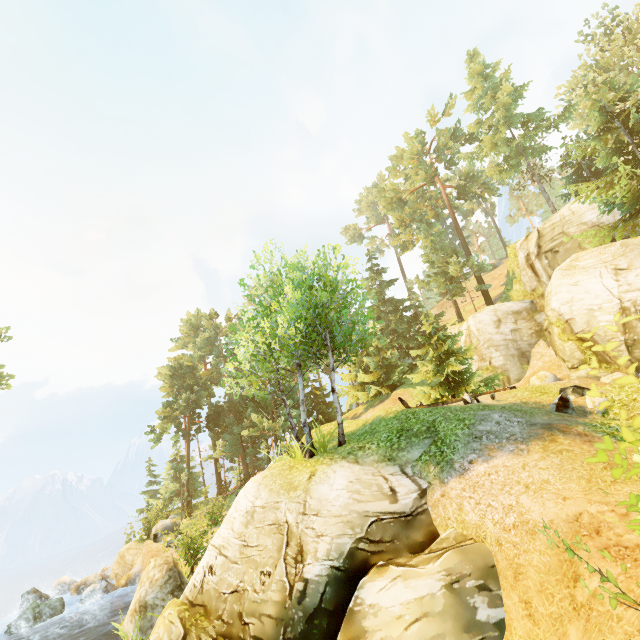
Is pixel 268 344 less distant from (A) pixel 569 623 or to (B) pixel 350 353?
(A) pixel 569 623

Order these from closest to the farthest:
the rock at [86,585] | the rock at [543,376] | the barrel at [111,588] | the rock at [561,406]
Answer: the rock at [561,406] < the rock at [86,585] < the rock at [543,376] < the barrel at [111,588]

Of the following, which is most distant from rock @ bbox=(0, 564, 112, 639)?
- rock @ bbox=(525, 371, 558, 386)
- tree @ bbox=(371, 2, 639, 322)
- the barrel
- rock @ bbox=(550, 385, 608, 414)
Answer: rock @ bbox=(525, 371, 558, 386)

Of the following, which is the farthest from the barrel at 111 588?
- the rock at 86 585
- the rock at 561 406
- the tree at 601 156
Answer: the rock at 561 406

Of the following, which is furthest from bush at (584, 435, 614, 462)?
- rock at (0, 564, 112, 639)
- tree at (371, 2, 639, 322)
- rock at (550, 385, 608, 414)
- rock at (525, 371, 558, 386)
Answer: rock at (0, 564, 112, 639)

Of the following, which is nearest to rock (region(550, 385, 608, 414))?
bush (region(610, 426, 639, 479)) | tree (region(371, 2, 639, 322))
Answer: tree (region(371, 2, 639, 322))

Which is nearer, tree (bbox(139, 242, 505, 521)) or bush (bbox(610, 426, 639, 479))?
bush (bbox(610, 426, 639, 479))
